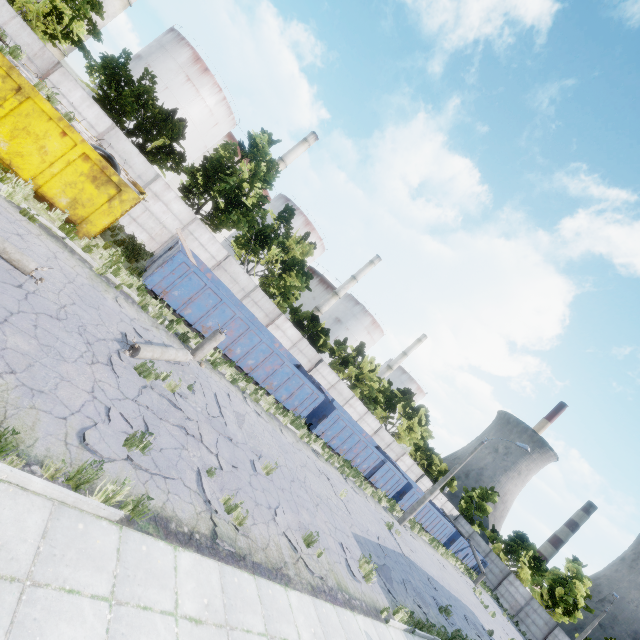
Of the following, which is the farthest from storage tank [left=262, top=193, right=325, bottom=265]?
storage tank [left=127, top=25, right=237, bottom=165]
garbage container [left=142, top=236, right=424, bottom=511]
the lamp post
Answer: the lamp post

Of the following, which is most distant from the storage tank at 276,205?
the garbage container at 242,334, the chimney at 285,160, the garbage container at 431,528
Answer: the garbage container at 431,528

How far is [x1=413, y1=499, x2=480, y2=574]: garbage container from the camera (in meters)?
29.75

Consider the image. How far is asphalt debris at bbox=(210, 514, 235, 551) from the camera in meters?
6.0

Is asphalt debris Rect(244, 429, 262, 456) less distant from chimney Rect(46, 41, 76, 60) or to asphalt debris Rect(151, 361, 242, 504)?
asphalt debris Rect(151, 361, 242, 504)

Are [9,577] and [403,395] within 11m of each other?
no

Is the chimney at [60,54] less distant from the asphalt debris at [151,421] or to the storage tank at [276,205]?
the storage tank at [276,205]

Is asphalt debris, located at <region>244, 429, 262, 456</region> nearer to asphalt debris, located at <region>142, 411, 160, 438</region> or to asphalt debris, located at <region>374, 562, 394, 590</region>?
asphalt debris, located at <region>142, 411, 160, 438</region>
